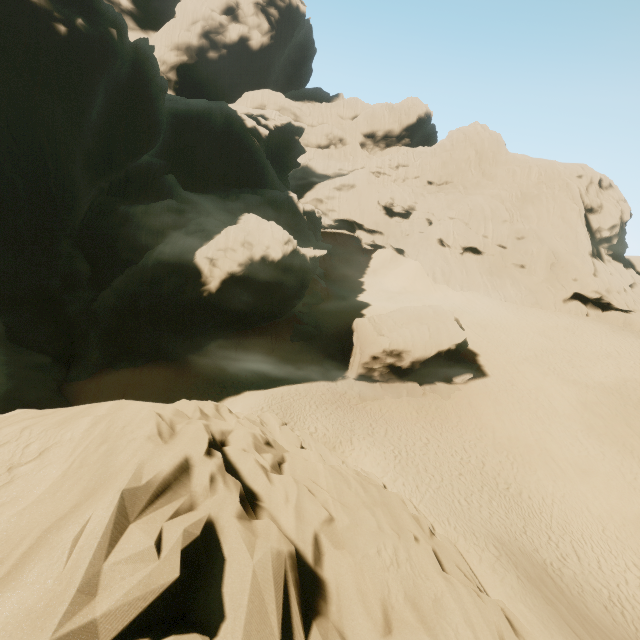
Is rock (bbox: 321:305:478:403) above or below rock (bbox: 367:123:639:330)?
below

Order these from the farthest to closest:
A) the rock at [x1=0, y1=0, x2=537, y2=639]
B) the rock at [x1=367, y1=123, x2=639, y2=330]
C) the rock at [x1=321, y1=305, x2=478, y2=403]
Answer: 1. the rock at [x1=367, y1=123, x2=639, y2=330]
2. the rock at [x1=321, y1=305, x2=478, y2=403]
3. the rock at [x1=0, y1=0, x2=537, y2=639]

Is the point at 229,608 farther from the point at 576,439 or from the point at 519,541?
the point at 576,439

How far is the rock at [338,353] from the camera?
25.5m

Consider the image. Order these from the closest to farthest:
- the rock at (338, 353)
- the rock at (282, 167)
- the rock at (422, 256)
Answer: the rock at (282, 167) < the rock at (338, 353) < the rock at (422, 256)

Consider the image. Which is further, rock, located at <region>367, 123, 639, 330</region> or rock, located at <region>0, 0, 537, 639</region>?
rock, located at <region>367, 123, 639, 330</region>

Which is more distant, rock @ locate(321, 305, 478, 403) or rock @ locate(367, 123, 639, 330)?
rock @ locate(367, 123, 639, 330)

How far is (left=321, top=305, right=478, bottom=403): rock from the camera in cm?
2553
